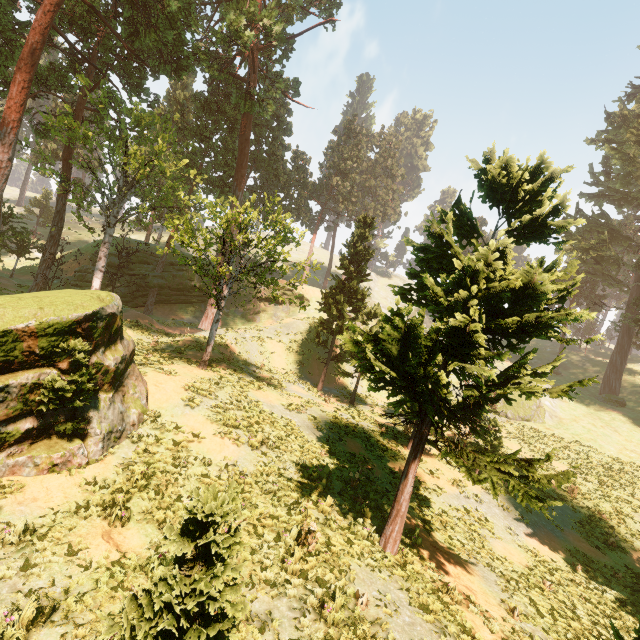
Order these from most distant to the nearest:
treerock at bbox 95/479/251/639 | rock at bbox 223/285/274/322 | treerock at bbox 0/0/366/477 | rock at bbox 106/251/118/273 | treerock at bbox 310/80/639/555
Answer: rock at bbox 223/285/274/322 < rock at bbox 106/251/118/273 < treerock at bbox 0/0/366/477 < treerock at bbox 310/80/639/555 < treerock at bbox 95/479/251/639

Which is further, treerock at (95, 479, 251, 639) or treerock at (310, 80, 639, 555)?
treerock at (310, 80, 639, 555)

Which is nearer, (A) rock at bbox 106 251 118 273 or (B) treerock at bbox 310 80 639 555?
(B) treerock at bbox 310 80 639 555

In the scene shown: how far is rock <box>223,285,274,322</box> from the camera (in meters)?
41.81

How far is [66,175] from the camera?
26.94m

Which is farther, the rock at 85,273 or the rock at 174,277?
the rock at 174,277
